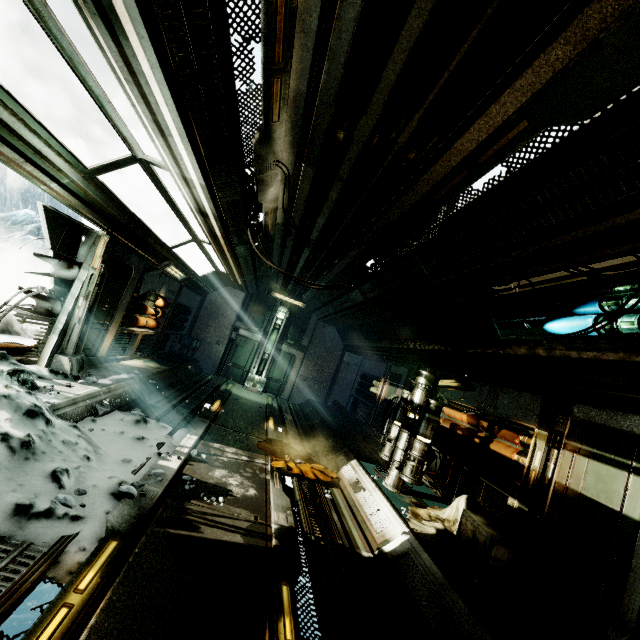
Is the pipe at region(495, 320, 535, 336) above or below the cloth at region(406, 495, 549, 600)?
above

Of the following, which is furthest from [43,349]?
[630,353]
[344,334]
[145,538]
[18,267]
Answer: [18,267]

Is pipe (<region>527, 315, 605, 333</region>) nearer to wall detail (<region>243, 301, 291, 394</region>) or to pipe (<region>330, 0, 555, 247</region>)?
pipe (<region>330, 0, 555, 247</region>)

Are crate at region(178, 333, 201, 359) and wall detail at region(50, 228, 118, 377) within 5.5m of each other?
no

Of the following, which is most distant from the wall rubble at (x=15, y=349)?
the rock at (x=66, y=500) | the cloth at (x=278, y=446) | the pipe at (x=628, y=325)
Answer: the pipe at (x=628, y=325)

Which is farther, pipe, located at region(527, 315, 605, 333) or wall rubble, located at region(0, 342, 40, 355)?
wall rubble, located at region(0, 342, 40, 355)

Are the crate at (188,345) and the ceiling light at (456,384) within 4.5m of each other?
no

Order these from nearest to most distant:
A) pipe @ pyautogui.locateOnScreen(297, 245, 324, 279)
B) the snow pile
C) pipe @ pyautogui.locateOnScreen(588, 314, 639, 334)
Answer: the snow pile → pipe @ pyautogui.locateOnScreen(588, 314, 639, 334) → pipe @ pyautogui.locateOnScreen(297, 245, 324, 279)
